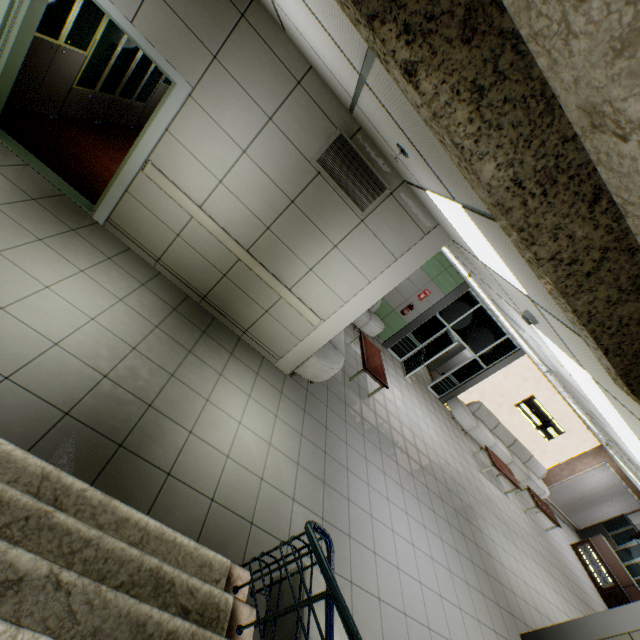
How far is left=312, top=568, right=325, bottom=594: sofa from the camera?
2.6m

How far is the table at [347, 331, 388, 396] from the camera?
7.1 meters

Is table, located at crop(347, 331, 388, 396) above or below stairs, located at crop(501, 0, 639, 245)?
below

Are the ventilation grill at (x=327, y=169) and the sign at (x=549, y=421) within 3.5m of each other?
no

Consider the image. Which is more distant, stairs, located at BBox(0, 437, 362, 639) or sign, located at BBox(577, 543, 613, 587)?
sign, located at BBox(577, 543, 613, 587)

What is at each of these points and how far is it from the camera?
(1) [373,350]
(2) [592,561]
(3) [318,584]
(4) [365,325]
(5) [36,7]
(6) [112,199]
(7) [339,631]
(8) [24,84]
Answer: (1) table, 8.1 meters
(2) sign, 11.8 meters
(3) sofa, 2.7 meters
(4) sofa, 9.6 meters
(5) door, 3.5 meters
(6) door, 4.3 meters
(7) sofa, 2.5 meters
(8) cabinet, 4.3 meters

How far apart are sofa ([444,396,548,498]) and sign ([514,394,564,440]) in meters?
0.8 m

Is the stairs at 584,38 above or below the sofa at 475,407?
above
